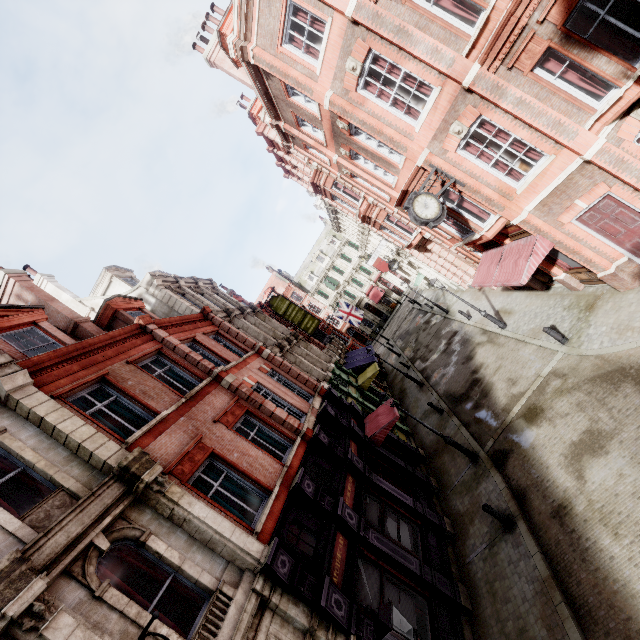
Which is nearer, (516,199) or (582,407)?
(582,407)

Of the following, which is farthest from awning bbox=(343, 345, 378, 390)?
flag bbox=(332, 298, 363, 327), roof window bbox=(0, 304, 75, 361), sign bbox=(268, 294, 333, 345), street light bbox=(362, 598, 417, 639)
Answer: street light bbox=(362, 598, 417, 639)

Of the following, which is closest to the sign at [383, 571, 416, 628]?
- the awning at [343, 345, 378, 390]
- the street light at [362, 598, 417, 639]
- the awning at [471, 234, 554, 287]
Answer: the street light at [362, 598, 417, 639]

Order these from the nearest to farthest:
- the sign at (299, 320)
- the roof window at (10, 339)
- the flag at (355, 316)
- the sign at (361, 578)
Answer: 1. the sign at (361, 578)
2. the roof window at (10, 339)
3. the sign at (299, 320)
4. the flag at (355, 316)

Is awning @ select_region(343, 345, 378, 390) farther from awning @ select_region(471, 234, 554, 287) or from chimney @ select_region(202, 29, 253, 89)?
chimney @ select_region(202, 29, 253, 89)

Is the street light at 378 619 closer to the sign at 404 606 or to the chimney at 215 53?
the sign at 404 606

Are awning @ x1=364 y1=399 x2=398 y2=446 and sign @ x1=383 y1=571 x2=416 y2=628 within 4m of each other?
no

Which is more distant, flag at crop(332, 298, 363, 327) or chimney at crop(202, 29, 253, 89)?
flag at crop(332, 298, 363, 327)
